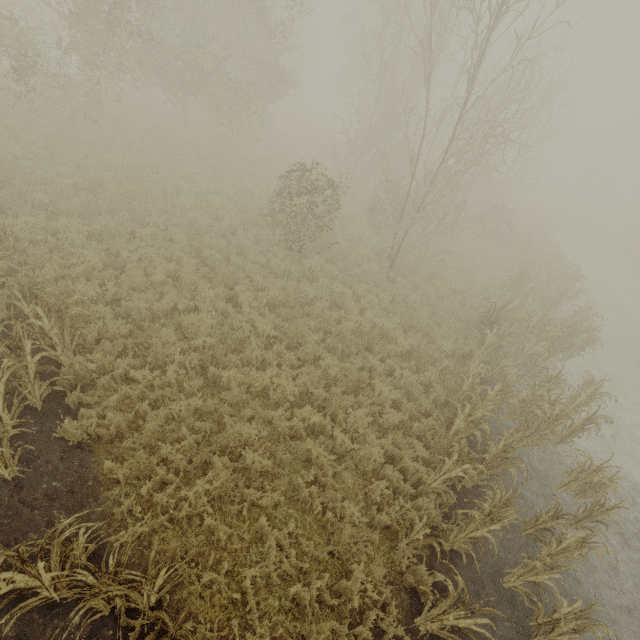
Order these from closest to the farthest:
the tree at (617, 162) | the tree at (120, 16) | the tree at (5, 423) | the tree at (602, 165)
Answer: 1. the tree at (5, 423)
2. the tree at (120, 16)
3. the tree at (617, 162)
4. the tree at (602, 165)

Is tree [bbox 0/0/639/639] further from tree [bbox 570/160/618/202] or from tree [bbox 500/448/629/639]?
tree [bbox 570/160/618/202]

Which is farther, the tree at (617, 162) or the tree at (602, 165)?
the tree at (602, 165)

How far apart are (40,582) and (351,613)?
4.0 meters

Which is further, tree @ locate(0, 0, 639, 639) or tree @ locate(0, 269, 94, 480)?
tree @ locate(0, 0, 639, 639)

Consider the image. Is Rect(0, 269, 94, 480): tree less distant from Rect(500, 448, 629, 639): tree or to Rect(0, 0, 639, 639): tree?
Rect(500, 448, 629, 639): tree

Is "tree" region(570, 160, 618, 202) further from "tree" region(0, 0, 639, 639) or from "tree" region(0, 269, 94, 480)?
"tree" region(0, 269, 94, 480)

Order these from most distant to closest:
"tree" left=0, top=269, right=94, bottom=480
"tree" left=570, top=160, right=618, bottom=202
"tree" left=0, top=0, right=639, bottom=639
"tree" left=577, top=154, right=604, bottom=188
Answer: "tree" left=577, top=154, right=604, bottom=188 < "tree" left=570, top=160, right=618, bottom=202 < "tree" left=0, top=0, right=639, bottom=639 < "tree" left=0, top=269, right=94, bottom=480
